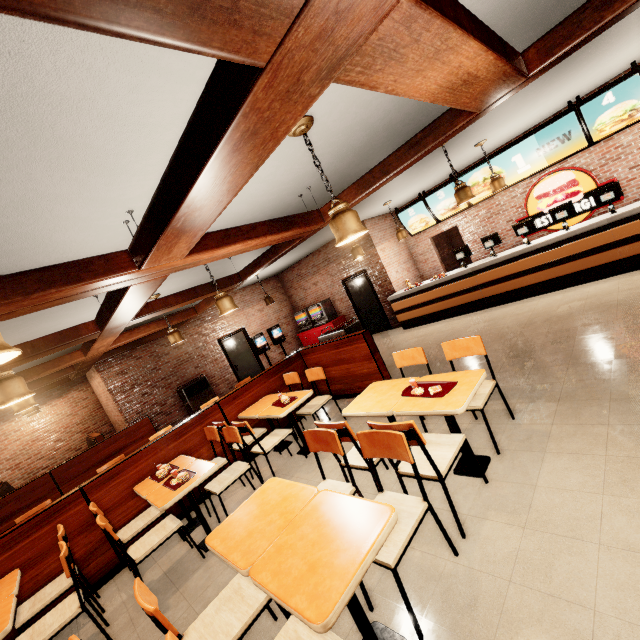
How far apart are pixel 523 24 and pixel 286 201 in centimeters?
305cm
